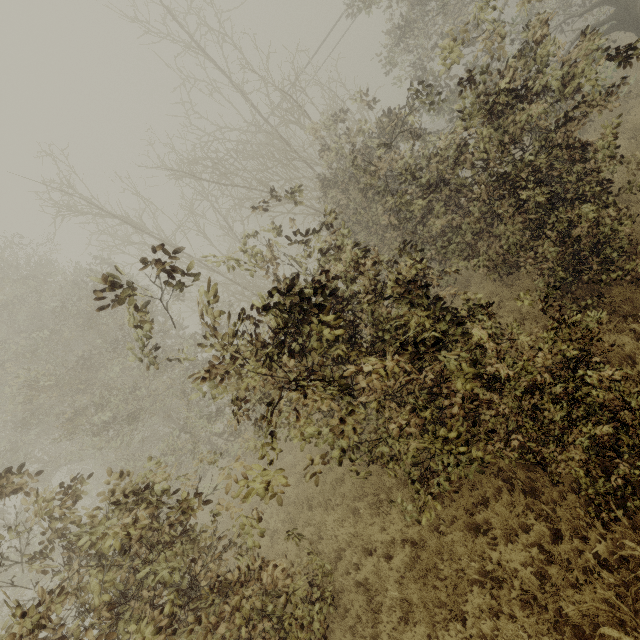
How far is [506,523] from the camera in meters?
4.8 m
